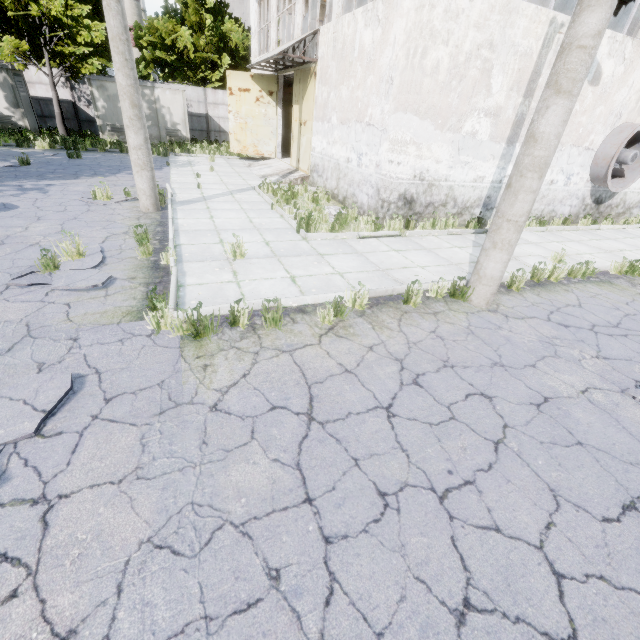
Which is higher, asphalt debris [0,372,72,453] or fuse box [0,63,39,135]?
fuse box [0,63,39,135]

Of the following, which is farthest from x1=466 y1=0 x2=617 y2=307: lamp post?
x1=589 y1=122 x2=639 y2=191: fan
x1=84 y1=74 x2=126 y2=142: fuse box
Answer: x1=84 y1=74 x2=126 y2=142: fuse box

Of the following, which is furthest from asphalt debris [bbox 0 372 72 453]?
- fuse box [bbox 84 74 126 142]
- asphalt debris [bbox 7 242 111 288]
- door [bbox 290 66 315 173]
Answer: fuse box [bbox 84 74 126 142]

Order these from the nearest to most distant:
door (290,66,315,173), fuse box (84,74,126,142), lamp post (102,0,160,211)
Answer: lamp post (102,0,160,211), door (290,66,315,173), fuse box (84,74,126,142)

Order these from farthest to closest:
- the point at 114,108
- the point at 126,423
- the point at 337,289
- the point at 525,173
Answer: the point at 114,108
the point at 337,289
the point at 525,173
the point at 126,423

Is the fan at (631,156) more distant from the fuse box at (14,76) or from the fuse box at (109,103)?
the fuse box at (14,76)

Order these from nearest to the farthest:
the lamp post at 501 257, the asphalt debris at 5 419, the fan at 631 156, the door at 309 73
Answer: the asphalt debris at 5 419
the lamp post at 501 257
the fan at 631 156
the door at 309 73

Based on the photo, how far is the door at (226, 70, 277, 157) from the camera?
16.8 meters
